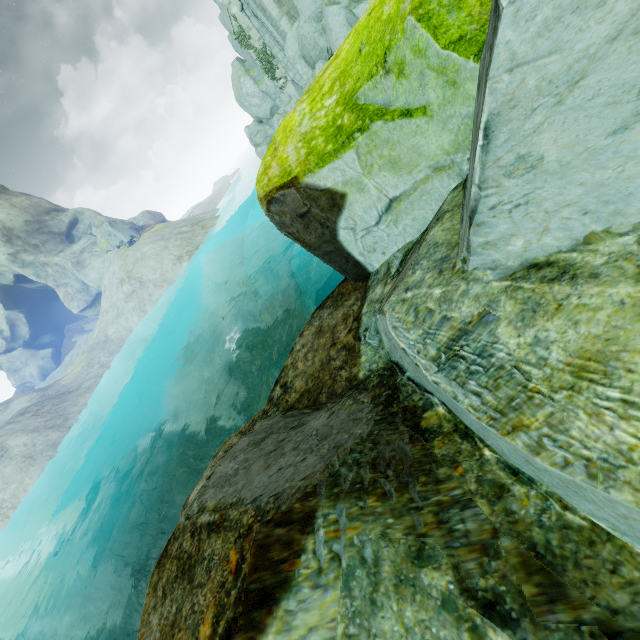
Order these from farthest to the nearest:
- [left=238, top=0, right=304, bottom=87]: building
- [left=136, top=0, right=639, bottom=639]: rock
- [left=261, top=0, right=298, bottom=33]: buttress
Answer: [left=238, top=0, right=304, bottom=87]: building
[left=261, top=0, right=298, bottom=33]: buttress
[left=136, top=0, right=639, bottom=639]: rock

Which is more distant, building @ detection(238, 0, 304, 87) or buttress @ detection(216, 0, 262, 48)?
buttress @ detection(216, 0, 262, 48)

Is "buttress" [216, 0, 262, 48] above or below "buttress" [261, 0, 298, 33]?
above

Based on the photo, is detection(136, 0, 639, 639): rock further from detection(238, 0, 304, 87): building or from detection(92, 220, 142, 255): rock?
detection(92, 220, 142, 255): rock

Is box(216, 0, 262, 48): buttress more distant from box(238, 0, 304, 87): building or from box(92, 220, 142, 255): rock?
box(92, 220, 142, 255): rock

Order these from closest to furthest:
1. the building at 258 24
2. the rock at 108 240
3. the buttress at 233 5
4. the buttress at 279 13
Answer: the buttress at 279 13, the building at 258 24, the buttress at 233 5, the rock at 108 240

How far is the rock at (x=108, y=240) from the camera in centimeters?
4412cm

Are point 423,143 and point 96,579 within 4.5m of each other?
no
